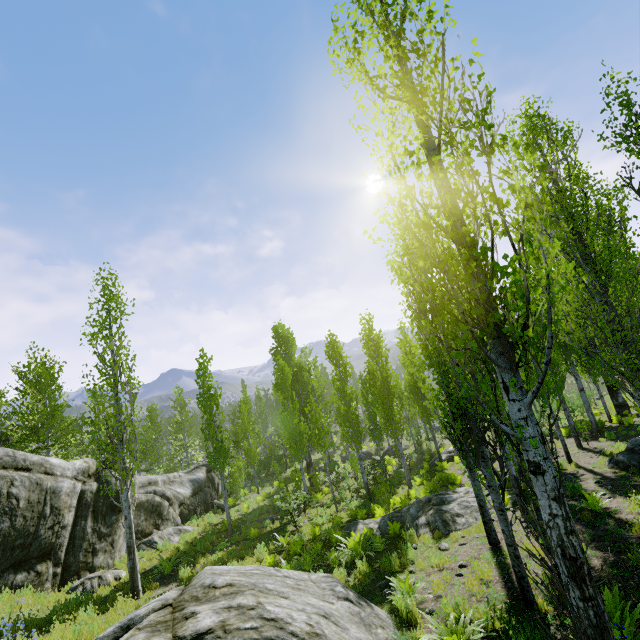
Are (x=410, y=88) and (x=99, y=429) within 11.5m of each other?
no

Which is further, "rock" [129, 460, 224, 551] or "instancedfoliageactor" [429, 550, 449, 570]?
"rock" [129, 460, 224, 551]

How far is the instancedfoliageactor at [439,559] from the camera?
8.2 meters

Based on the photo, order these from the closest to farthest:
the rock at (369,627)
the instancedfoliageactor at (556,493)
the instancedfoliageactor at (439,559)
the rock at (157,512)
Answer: the instancedfoliageactor at (556,493) → the rock at (369,627) → the instancedfoliageactor at (439,559) → the rock at (157,512)

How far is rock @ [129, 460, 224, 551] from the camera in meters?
16.6 m

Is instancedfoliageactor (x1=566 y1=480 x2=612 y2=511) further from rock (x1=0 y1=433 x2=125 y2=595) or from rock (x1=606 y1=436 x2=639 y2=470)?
rock (x1=0 y1=433 x2=125 y2=595)

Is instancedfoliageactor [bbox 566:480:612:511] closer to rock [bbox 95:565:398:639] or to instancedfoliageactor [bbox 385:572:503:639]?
instancedfoliageactor [bbox 385:572:503:639]

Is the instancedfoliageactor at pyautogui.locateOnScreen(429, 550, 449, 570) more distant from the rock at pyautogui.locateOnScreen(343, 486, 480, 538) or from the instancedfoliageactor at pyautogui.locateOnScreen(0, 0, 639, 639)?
the rock at pyautogui.locateOnScreen(343, 486, 480, 538)
